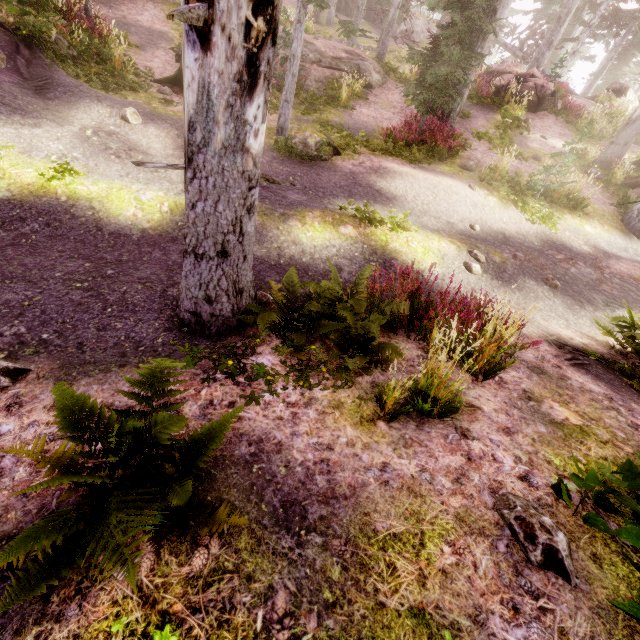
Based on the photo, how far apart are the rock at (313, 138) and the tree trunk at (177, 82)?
3.5m

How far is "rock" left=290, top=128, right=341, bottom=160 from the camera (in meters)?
9.16

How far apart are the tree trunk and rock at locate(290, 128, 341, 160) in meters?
3.5

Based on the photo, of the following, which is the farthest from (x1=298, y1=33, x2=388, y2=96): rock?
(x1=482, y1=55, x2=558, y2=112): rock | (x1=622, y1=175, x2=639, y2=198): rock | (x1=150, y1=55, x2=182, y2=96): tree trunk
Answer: (x1=622, y1=175, x2=639, y2=198): rock

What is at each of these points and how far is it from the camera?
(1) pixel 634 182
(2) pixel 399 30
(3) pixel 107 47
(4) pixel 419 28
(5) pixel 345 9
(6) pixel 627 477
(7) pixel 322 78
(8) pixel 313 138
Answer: (1) rock, 13.8 meters
(2) rock, 36.6 meters
(3) instancedfoliageactor, 10.7 meters
(4) rock, 37.3 meters
(5) rock, 34.1 meters
(6) instancedfoliageactor, 2.3 meters
(7) rock, 14.3 meters
(8) rock, 9.2 meters

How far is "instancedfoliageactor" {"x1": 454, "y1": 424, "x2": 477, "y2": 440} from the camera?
3.0m

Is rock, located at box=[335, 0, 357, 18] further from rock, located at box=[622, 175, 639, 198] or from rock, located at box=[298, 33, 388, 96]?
rock, located at box=[622, 175, 639, 198]

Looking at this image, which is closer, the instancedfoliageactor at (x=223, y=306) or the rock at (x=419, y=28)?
the instancedfoliageactor at (x=223, y=306)
